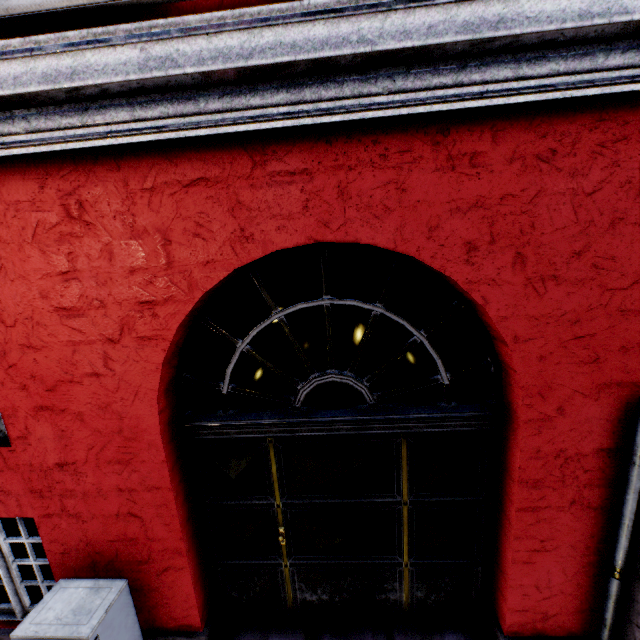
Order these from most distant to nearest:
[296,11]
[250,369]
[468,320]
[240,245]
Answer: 1. [250,369]
2. [468,320]
3. [240,245]
4. [296,11]
